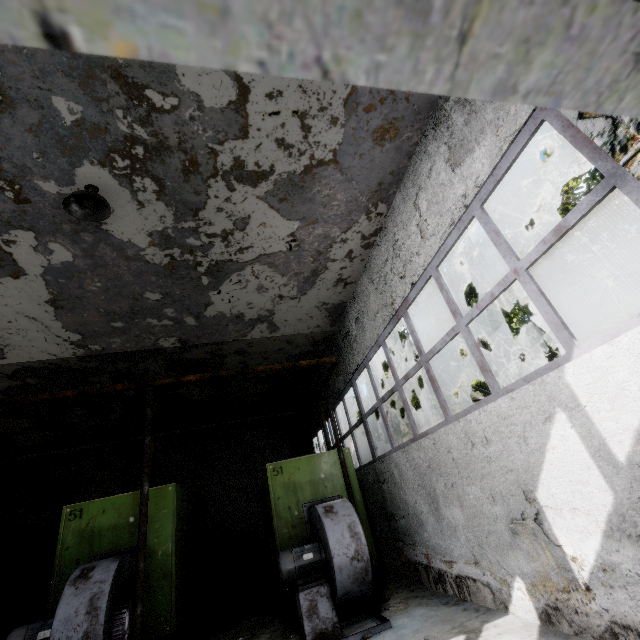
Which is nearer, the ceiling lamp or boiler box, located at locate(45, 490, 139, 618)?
the ceiling lamp

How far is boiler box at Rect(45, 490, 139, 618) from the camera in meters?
5.8 m

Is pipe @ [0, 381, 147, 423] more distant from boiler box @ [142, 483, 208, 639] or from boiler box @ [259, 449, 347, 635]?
boiler box @ [142, 483, 208, 639]

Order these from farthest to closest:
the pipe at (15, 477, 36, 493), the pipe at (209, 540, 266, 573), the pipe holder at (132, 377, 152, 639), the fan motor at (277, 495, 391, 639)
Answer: the pipe at (209, 540, 266, 573) < the pipe at (15, 477, 36, 493) < the fan motor at (277, 495, 391, 639) < the pipe holder at (132, 377, 152, 639)

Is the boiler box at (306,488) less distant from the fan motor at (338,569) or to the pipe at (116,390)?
the fan motor at (338,569)

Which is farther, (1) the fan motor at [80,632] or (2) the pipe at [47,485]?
(2) the pipe at [47,485]

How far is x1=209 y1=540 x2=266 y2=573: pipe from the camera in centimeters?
1284cm

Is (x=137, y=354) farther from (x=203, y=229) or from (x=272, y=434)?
(x=272, y=434)
